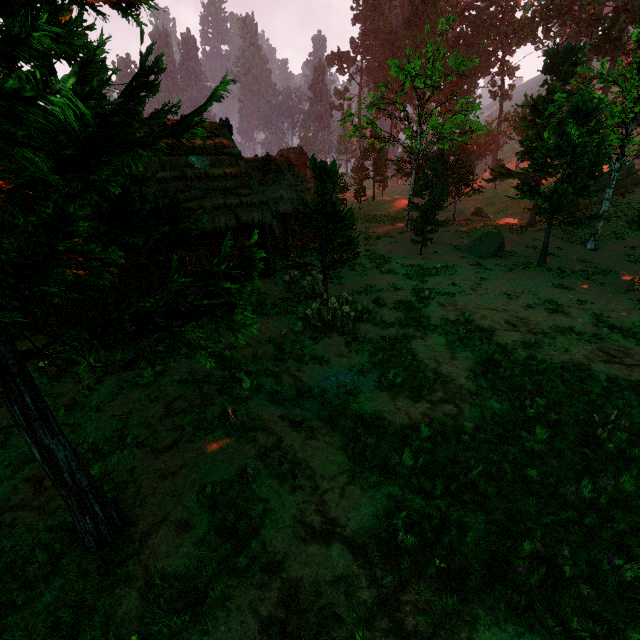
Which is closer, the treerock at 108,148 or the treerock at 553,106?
the treerock at 108,148

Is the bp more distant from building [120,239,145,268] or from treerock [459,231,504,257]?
treerock [459,231,504,257]

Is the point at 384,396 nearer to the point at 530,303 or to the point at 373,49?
the point at 530,303

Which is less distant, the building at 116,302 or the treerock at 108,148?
the treerock at 108,148

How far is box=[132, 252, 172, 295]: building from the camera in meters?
14.0

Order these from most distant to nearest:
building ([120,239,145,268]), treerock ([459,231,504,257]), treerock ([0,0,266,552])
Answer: treerock ([459,231,504,257]) < building ([120,239,145,268]) < treerock ([0,0,266,552])
